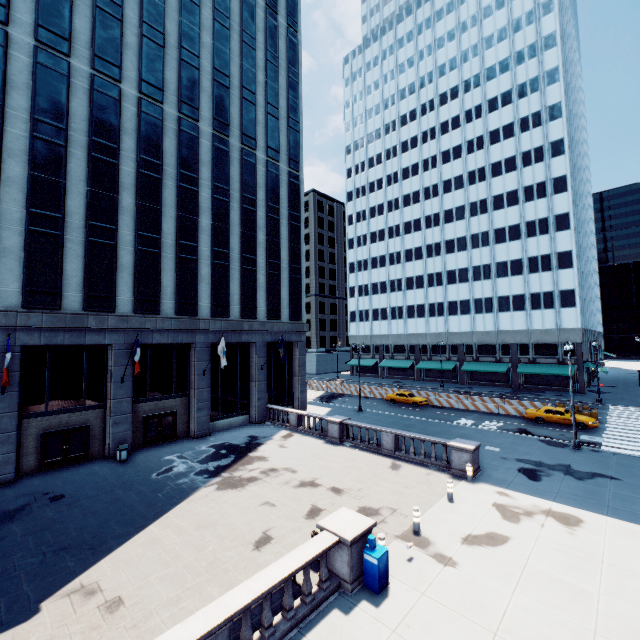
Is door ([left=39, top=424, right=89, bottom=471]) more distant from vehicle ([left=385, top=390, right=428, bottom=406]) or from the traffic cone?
the traffic cone

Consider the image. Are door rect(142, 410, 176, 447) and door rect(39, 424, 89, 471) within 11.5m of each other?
yes

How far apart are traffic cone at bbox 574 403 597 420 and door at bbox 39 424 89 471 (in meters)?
41.06

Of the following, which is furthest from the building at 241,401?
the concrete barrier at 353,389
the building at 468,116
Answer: the building at 468,116

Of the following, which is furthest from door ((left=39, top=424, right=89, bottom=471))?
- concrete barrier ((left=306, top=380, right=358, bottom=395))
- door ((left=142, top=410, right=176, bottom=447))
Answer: concrete barrier ((left=306, top=380, right=358, bottom=395))

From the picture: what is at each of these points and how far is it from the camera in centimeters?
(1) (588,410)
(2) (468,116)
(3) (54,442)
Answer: (1) traffic cone, 2967cm
(2) building, 5553cm
(3) door, 2039cm

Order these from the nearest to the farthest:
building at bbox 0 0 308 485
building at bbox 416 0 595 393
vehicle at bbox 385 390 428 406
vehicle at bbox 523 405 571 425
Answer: building at bbox 0 0 308 485 → vehicle at bbox 523 405 571 425 → vehicle at bbox 385 390 428 406 → building at bbox 416 0 595 393

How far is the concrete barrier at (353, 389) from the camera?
47.47m
